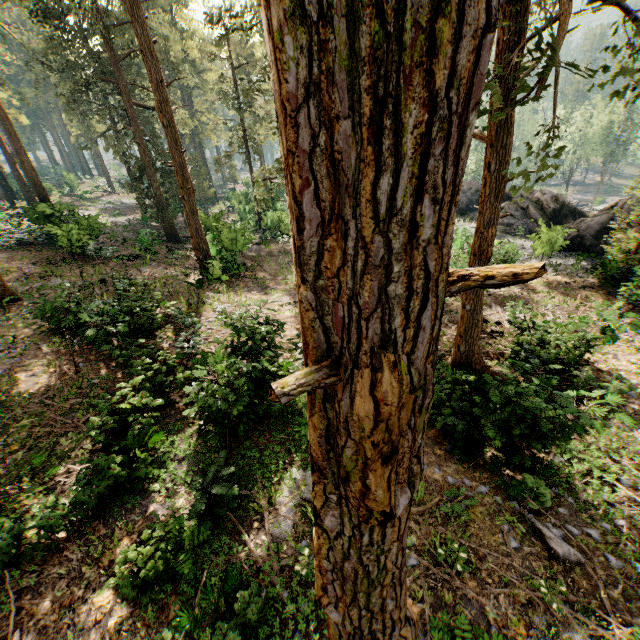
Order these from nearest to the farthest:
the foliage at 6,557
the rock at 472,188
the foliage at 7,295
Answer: the foliage at 6,557, the foliage at 7,295, the rock at 472,188

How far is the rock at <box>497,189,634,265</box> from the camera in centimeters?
1891cm

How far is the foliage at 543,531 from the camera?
7.3 meters

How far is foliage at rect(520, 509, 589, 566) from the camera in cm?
730

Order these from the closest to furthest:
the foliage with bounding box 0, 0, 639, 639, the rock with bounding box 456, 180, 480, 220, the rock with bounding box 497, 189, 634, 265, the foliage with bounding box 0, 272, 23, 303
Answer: the foliage with bounding box 0, 0, 639, 639
the foliage with bounding box 0, 272, 23, 303
the rock with bounding box 497, 189, 634, 265
the rock with bounding box 456, 180, 480, 220

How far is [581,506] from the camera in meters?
8.4

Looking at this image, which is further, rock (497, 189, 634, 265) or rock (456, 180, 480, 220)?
rock (456, 180, 480, 220)
